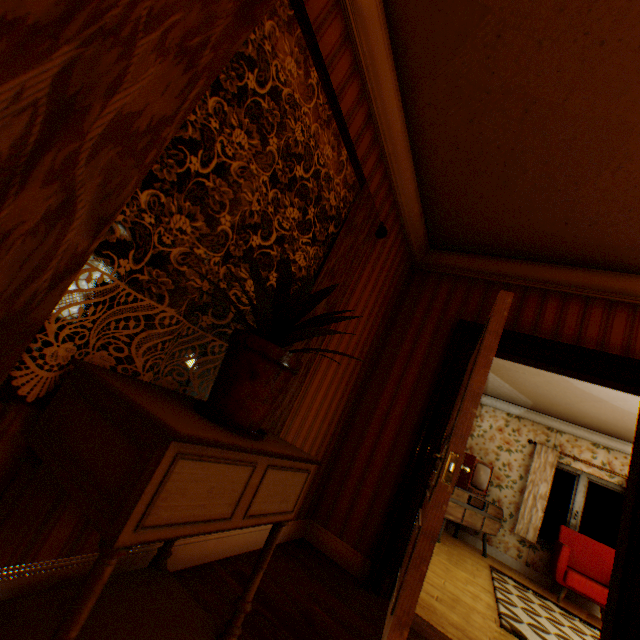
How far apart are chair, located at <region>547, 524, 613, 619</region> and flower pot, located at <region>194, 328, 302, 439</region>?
7.1m

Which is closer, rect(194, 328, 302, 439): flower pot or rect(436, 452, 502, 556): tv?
rect(194, 328, 302, 439): flower pot

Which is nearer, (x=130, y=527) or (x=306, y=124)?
(x=130, y=527)

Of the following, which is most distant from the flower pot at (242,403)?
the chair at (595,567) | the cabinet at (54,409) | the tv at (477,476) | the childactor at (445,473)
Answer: the chair at (595,567)

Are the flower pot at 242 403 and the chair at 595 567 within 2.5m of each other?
no

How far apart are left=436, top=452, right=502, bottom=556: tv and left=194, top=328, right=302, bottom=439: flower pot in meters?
5.6

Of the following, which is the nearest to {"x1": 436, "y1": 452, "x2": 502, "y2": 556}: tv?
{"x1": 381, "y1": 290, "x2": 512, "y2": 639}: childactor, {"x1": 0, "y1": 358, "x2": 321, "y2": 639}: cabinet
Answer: {"x1": 381, "y1": 290, "x2": 512, "y2": 639}: childactor

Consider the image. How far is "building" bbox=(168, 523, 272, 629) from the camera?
1.6m
